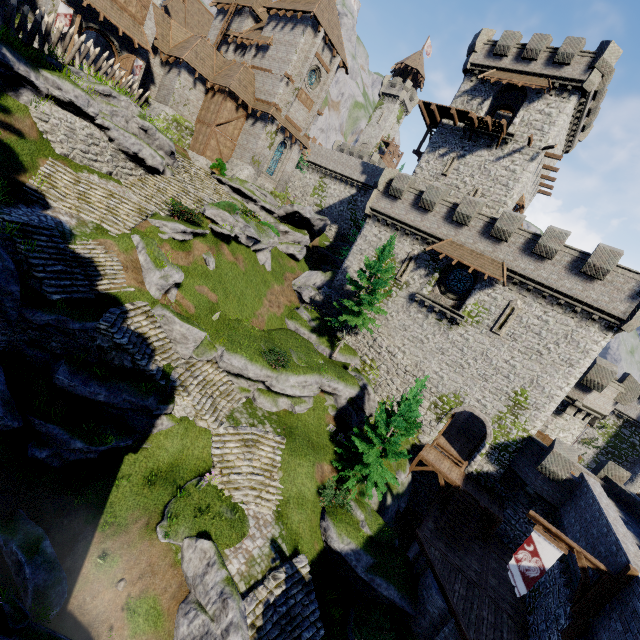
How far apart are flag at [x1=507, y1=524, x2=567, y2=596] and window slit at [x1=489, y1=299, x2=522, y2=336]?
12.7m

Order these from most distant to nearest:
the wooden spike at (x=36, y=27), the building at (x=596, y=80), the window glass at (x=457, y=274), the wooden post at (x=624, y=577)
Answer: the building at (x=596, y=80) → the window glass at (x=457, y=274) → the wooden spike at (x=36, y=27) → the wooden post at (x=624, y=577)

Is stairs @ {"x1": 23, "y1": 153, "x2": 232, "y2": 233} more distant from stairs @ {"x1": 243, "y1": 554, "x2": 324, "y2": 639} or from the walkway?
stairs @ {"x1": 243, "y1": 554, "x2": 324, "y2": 639}

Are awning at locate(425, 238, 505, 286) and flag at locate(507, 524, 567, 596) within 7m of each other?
no

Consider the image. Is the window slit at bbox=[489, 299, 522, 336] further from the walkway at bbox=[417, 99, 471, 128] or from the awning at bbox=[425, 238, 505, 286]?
the walkway at bbox=[417, 99, 471, 128]

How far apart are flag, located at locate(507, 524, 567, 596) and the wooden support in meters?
0.3

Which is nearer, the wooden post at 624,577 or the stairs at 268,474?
the wooden post at 624,577

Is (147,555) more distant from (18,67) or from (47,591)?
A: (18,67)
